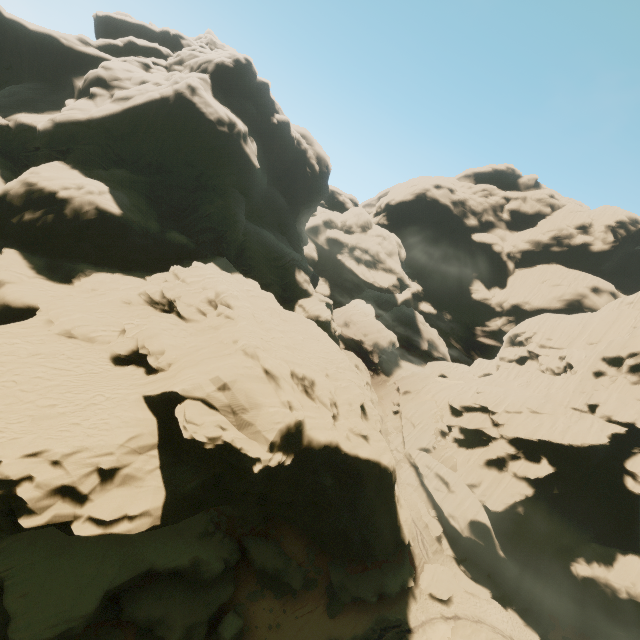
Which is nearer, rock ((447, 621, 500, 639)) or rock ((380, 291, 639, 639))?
rock ((447, 621, 500, 639))

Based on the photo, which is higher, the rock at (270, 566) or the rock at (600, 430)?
the rock at (600, 430)

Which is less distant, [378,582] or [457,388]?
[378,582]

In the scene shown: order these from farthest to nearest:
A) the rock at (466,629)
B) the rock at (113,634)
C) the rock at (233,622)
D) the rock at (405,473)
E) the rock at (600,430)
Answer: the rock at (405,473) → the rock at (600,430) → the rock at (466,629) → the rock at (233,622) → the rock at (113,634)

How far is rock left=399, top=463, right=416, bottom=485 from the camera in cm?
4331

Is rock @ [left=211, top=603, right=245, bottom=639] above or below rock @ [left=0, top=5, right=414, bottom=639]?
below

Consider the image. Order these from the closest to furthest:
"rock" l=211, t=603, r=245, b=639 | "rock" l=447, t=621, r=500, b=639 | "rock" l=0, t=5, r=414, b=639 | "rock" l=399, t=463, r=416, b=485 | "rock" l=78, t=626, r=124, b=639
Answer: "rock" l=0, t=5, r=414, b=639
"rock" l=78, t=626, r=124, b=639
"rock" l=211, t=603, r=245, b=639
"rock" l=447, t=621, r=500, b=639
"rock" l=399, t=463, r=416, b=485
